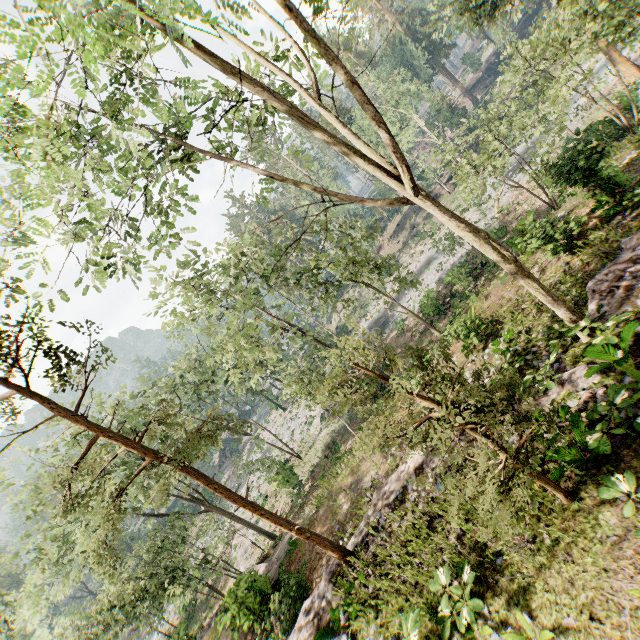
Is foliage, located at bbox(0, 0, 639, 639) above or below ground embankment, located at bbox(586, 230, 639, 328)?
above

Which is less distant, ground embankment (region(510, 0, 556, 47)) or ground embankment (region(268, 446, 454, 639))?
ground embankment (region(268, 446, 454, 639))

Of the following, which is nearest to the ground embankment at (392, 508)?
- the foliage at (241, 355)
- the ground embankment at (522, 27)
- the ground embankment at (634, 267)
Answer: the foliage at (241, 355)

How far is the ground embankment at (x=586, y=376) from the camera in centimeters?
768cm

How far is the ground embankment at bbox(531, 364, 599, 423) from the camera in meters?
7.7 m

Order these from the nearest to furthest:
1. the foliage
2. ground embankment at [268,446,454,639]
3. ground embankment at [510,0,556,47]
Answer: the foliage < ground embankment at [268,446,454,639] < ground embankment at [510,0,556,47]

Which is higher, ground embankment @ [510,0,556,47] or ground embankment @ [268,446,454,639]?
ground embankment @ [268,446,454,639]

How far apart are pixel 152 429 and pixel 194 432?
2.45m
